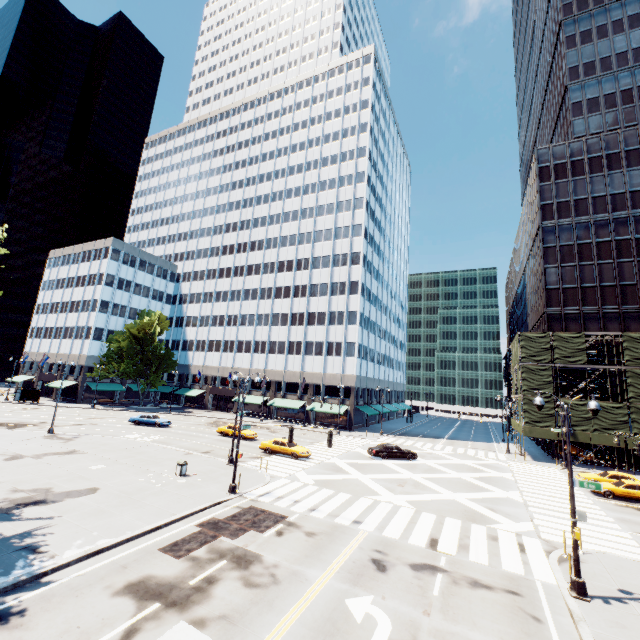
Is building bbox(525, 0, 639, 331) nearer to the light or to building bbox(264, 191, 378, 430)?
building bbox(264, 191, 378, 430)

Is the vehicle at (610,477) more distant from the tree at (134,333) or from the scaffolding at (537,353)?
the tree at (134,333)

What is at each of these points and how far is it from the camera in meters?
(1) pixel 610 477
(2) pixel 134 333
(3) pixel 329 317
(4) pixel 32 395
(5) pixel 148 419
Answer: (1) vehicle, 28.3 m
(2) tree, 58.7 m
(3) building, 57.8 m
(4) bus stop, 55.5 m
(5) vehicle, 41.8 m

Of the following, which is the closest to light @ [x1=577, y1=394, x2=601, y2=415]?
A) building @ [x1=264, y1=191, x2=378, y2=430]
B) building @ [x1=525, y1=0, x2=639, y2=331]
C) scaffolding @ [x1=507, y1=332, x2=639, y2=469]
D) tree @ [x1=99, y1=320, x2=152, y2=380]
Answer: tree @ [x1=99, y1=320, x2=152, y2=380]

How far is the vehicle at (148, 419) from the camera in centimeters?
4153cm

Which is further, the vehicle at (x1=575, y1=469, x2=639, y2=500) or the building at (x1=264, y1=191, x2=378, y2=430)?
the building at (x1=264, y1=191, x2=378, y2=430)

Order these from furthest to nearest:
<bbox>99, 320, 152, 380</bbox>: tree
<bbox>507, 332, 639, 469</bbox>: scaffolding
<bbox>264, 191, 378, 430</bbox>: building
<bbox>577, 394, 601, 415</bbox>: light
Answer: <bbox>99, 320, 152, 380</bbox>: tree
<bbox>264, 191, 378, 430</bbox>: building
<bbox>507, 332, 639, 469</bbox>: scaffolding
<bbox>577, 394, 601, 415</bbox>: light

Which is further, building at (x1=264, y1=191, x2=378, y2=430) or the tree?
the tree
